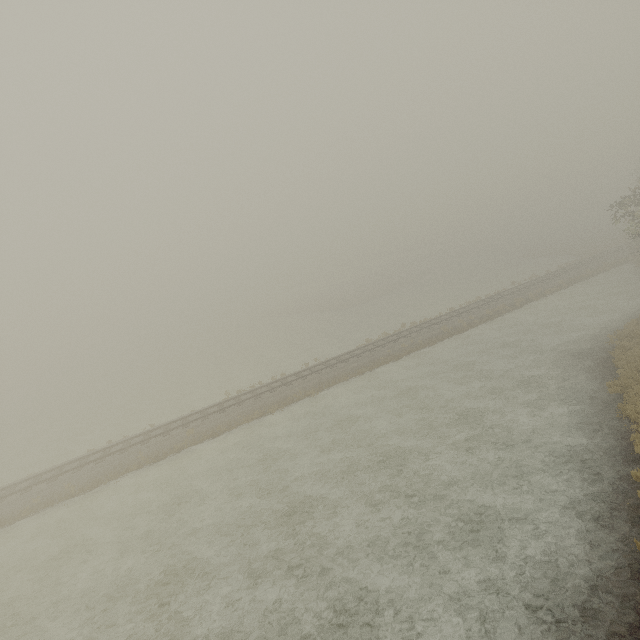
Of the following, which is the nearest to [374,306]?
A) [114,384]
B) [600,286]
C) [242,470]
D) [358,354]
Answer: [358,354]
